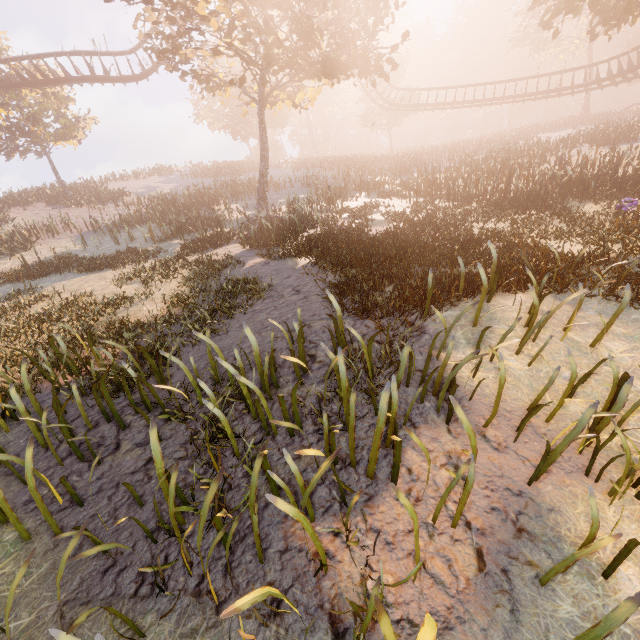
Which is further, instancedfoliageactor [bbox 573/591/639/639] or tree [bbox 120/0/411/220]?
tree [bbox 120/0/411/220]

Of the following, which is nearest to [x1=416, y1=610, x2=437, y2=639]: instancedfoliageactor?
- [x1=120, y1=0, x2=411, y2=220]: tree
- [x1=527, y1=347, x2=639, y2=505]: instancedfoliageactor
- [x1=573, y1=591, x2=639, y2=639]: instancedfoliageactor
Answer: [x1=573, y1=591, x2=639, y2=639]: instancedfoliageactor

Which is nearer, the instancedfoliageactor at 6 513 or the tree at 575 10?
the instancedfoliageactor at 6 513

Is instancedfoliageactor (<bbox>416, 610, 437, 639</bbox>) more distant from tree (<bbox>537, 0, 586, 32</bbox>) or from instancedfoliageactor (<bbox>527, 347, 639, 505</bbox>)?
tree (<bbox>537, 0, 586, 32</bbox>)

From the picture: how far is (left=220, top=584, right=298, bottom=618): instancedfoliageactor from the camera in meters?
1.6 m

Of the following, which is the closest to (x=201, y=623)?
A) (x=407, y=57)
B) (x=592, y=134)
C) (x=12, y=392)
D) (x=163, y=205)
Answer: (x=12, y=392)

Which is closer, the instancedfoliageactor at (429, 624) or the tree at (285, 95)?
the instancedfoliageactor at (429, 624)

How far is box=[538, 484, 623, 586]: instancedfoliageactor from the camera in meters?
2.2 m
